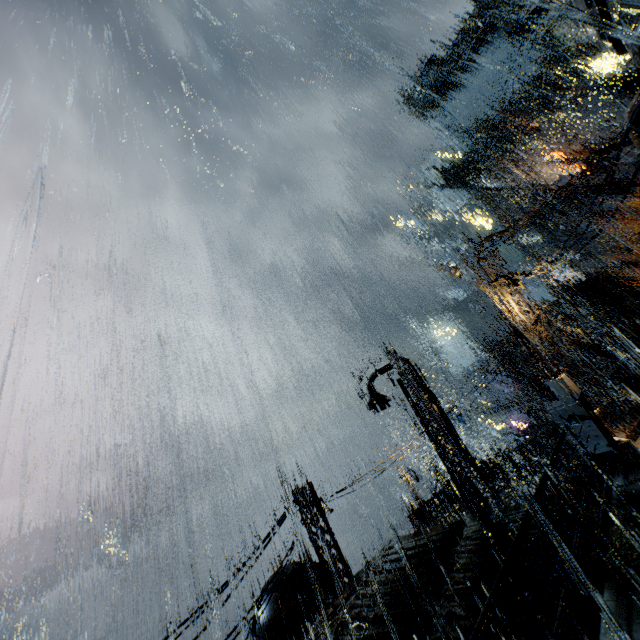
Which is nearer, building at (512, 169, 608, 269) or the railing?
the railing

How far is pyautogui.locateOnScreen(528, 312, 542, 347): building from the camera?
14.8 meters

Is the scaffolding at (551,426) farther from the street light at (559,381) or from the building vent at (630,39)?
the building vent at (630,39)

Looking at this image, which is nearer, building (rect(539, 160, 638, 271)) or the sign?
building (rect(539, 160, 638, 271))

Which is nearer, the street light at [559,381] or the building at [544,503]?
the building at [544,503]

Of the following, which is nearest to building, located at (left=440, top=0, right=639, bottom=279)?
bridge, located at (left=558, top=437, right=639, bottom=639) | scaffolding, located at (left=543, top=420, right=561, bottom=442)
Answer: bridge, located at (left=558, top=437, right=639, bottom=639)

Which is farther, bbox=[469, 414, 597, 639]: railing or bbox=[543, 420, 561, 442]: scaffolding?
bbox=[543, 420, 561, 442]: scaffolding

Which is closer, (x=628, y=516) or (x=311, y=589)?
(x=628, y=516)
